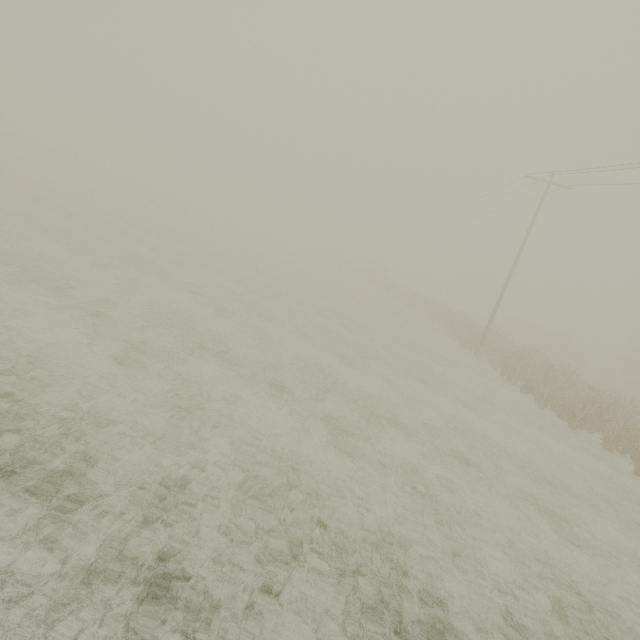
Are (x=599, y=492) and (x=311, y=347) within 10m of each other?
no
